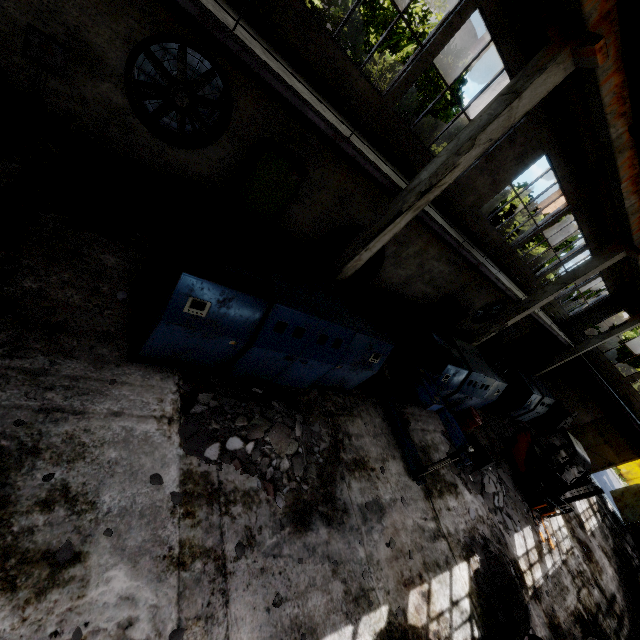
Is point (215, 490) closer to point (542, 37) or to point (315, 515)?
point (315, 515)

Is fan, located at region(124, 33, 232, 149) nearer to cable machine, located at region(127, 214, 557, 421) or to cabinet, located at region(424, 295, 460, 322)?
cable machine, located at region(127, 214, 557, 421)

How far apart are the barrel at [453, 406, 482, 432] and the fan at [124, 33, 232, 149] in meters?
10.8

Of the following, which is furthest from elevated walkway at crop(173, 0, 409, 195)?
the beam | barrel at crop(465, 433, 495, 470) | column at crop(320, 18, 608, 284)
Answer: barrel at crop(465, 433, 495, 470)

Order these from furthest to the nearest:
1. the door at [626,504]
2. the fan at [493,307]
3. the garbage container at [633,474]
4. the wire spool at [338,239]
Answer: the garbage container at [633,474]
the door at [626,504]
the fan at [493,307]
the wire spool at [338,239]

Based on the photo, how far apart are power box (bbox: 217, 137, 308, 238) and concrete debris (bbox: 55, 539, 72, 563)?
7.8 meters

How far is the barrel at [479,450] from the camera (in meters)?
10.04

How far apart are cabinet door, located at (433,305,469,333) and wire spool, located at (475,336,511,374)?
1.1 meters
